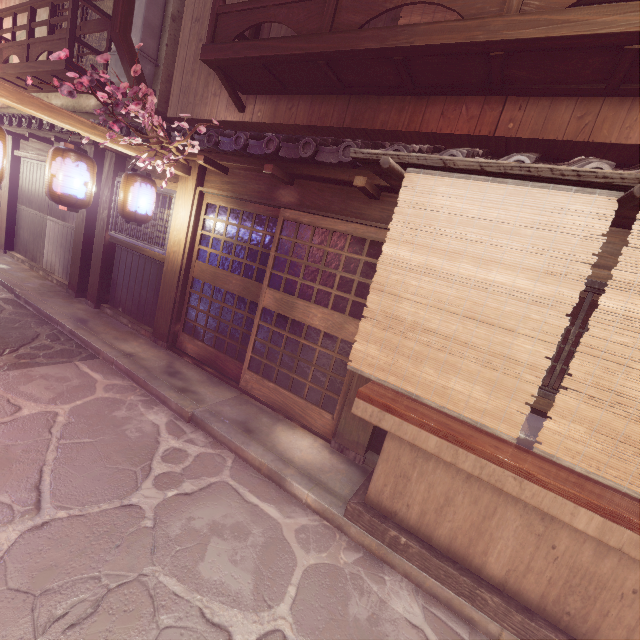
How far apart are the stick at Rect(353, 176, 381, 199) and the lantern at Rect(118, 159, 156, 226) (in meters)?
5.56

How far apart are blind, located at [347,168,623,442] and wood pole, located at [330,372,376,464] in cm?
204

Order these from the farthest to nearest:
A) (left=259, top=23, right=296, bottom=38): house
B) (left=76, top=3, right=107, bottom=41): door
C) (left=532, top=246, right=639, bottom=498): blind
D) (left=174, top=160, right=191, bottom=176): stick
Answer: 1. (left=76, top=3, right=107, bottom=41): door
2. (left=259, top=23, right=296, bottom=38): house
3. (left=174, top=160, right=191, bottom=176): stick
4. (left=532, top=246, right=639, bottom=498): blind

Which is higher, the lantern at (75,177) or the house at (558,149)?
the house at (558,149)

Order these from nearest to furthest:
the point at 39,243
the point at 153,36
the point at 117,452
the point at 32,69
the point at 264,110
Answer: the point at 117,452, the point at 264,110, the point at 153,36, the point at 32,69, the point at 39,243

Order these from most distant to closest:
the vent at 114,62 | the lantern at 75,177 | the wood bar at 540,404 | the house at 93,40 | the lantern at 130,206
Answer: the house at 93,40 → the vent at 114,62 → the lantern at 130,206 → the lantern at 75,177 → the wood bar at 540,404

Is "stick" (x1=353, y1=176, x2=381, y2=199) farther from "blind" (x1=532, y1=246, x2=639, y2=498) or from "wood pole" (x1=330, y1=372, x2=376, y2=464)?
"blind" (x1=532, y1=246, x2=639, y2=498)

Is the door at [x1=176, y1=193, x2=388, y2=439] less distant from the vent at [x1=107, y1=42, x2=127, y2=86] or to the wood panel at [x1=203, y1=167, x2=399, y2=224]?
the wood panel at [x1=203, y1=167, x2=399, y2=224]
